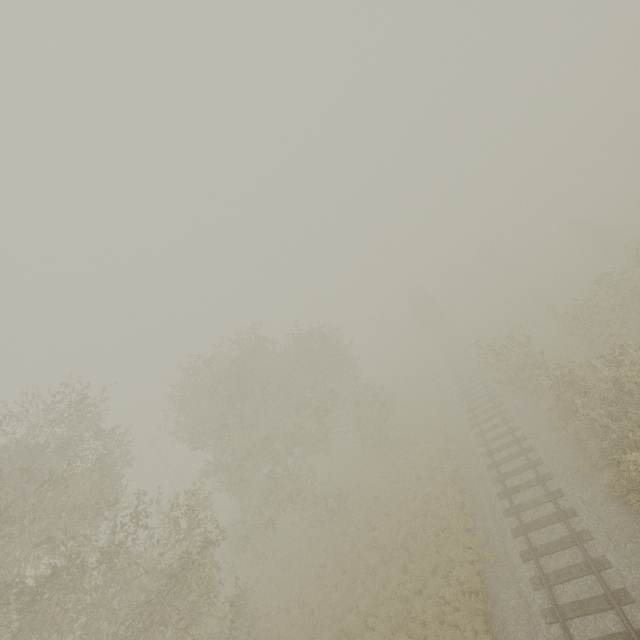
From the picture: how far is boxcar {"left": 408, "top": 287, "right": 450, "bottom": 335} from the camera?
41.9 meters

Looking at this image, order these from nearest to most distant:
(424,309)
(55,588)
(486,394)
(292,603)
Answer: (55,588), (292,603), (486,394), (424,309)

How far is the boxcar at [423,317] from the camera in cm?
4194
